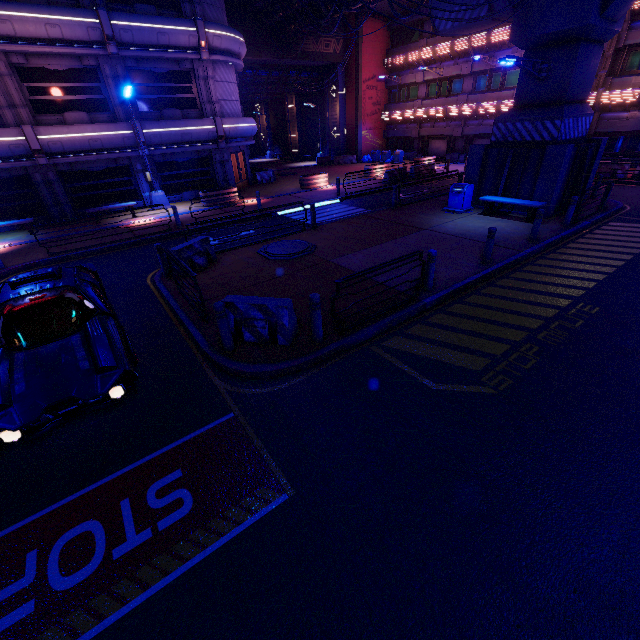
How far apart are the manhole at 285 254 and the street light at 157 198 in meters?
11.4 m

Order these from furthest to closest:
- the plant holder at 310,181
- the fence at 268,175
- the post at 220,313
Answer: the fence at 268,175 → the plant holder at 310,181 → the post at 220,313

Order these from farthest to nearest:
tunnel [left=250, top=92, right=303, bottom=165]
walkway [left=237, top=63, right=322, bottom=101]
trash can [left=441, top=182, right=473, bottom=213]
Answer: tunnel [left=250, top=92, right=303, bottom=165], walkway [left=237, top=63, right=322, bottom=101], trash can [left=441, top=182, right=473, bottom=213]

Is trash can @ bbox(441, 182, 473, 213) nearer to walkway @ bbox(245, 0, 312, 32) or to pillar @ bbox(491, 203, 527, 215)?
pillar @ bbox(491, 203, 527, 215)

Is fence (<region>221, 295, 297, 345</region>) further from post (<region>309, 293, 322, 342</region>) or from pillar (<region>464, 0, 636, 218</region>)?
pillar (<region>464, 0, 636, 218</region>)

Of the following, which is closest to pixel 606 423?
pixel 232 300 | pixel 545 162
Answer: pixel 232 300

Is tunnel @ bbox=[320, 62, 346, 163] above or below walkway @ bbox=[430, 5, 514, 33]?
below

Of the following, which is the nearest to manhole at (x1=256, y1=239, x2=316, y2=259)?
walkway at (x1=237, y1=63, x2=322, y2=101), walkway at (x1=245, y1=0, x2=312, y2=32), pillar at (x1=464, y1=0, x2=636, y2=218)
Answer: pillar at (x1=464, y1=0, x2=636, y2=218)
